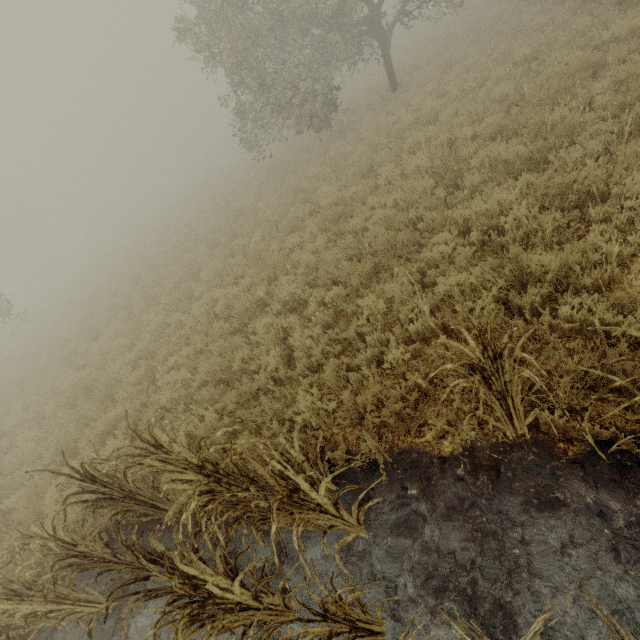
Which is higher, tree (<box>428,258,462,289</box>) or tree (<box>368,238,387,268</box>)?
tree (<box>368,238,387,268</box>)

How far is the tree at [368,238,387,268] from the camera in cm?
612

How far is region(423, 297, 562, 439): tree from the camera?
2.38m

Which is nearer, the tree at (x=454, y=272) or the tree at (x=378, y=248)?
the tree at (x=454, y=272)

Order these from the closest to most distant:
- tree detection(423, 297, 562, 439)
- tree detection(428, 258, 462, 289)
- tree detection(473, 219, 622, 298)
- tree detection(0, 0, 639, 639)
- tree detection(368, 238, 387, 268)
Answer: tree detection(423, 297, 562, 439) < tree detection(0, 0, 639, 639) < tree detection(473, 219, 622, 298) < tree detection(428, 258, 462, 289) < tree detection(368, 238, 387, 268)

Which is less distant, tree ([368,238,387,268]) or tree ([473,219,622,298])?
tree ([473,219,622,298])

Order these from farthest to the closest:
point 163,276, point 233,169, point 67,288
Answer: point 67,288 → point 233,169 → point 163,276

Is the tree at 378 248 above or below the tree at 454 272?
above
